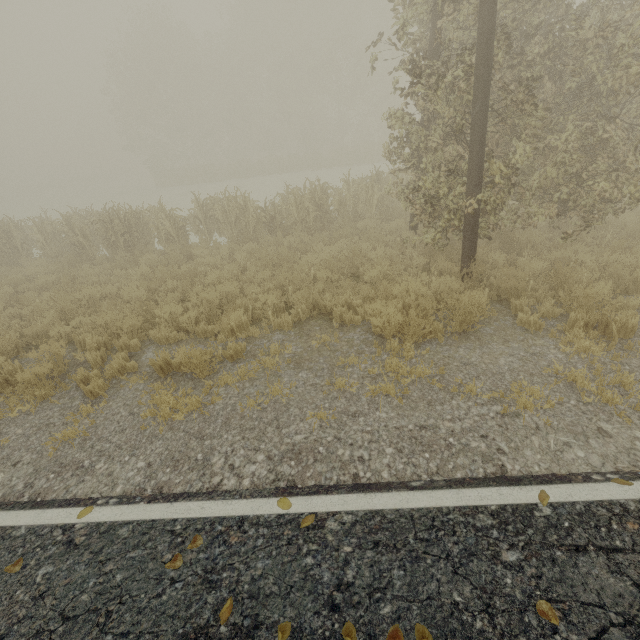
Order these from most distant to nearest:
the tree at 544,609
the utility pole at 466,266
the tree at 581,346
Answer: the utility pole at 466,266, the tree at 581,346, the tree at 544,609

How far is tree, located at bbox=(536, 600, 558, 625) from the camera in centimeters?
214cm

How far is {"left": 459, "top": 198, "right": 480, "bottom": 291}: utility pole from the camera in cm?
627

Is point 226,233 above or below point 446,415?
above

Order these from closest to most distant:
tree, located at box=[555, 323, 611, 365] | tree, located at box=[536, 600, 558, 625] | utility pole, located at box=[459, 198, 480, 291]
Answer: tree, located at box=[536, 600, 558, 625] < tree, located at box=[555, 323, 611, 365] < utility pole, located at box=[459, 198, 480, 291]

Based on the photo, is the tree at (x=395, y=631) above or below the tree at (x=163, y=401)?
above

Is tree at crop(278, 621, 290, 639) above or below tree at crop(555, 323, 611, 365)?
above
